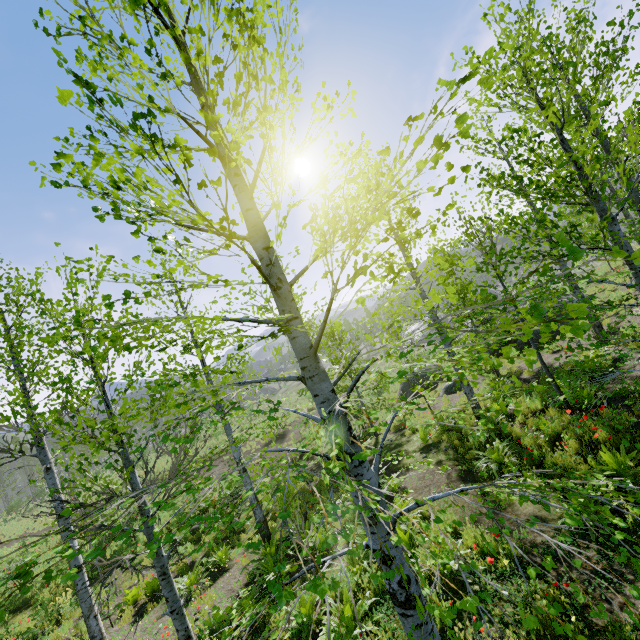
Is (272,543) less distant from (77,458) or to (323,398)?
(77,458)
